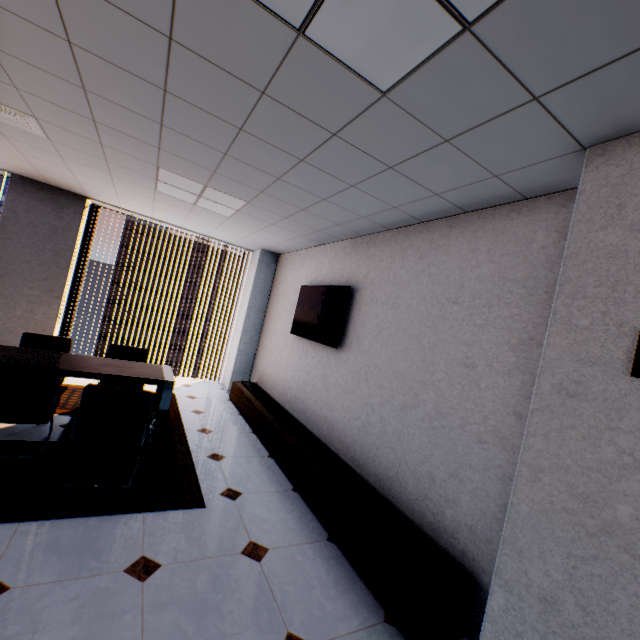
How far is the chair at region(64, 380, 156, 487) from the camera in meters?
2.6

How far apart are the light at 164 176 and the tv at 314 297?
1.46m

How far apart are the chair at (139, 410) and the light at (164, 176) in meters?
2.3 m

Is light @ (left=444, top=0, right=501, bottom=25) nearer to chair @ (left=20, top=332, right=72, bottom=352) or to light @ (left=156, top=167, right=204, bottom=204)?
light @ (left=156, top=167, right=204, bottom=204)

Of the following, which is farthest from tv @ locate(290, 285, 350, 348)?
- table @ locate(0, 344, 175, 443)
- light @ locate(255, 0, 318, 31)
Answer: light @ locate(255, 0, 318, 31)

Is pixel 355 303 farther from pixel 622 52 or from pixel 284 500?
pixel 622 52

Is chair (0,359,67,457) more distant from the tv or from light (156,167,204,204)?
the tv

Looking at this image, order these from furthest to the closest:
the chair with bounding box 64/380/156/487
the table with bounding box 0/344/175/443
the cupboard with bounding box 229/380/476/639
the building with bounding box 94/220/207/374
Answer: the building with bounding box 94/220/207/374 < the table with bounding box 0/344/175/443 < the chair with bounding box 64/380/156/487 < the cupboard with bounding box 229/380/476/639
